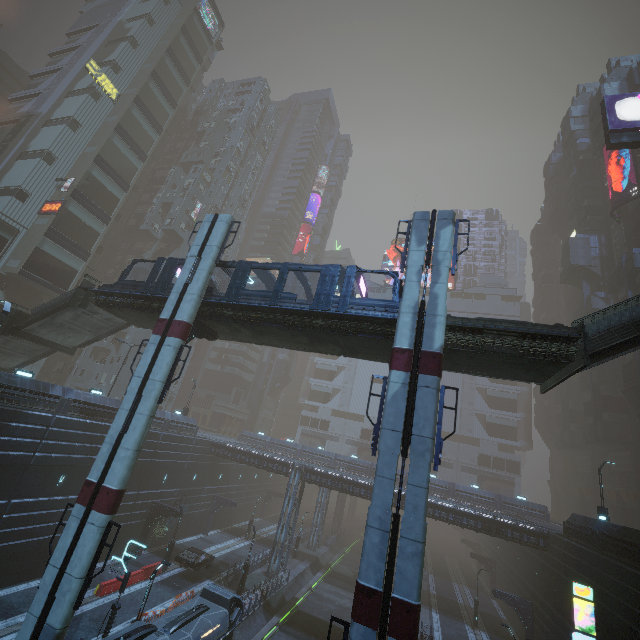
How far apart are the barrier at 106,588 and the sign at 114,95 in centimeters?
5728cm

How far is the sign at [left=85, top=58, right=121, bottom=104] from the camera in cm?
4295

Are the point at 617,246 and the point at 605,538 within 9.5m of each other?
no

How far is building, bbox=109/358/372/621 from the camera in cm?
3306

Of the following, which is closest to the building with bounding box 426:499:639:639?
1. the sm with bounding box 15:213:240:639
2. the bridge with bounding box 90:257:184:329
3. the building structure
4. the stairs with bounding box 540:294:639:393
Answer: the sm with bounding box 15:213:240:639

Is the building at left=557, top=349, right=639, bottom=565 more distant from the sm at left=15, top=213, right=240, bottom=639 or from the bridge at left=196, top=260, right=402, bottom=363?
the bridge at left=196, top=260, right=402, bottom=363

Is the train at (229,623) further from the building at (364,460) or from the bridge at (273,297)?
the bridge at (273,297)

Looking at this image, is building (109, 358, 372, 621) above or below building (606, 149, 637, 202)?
below
